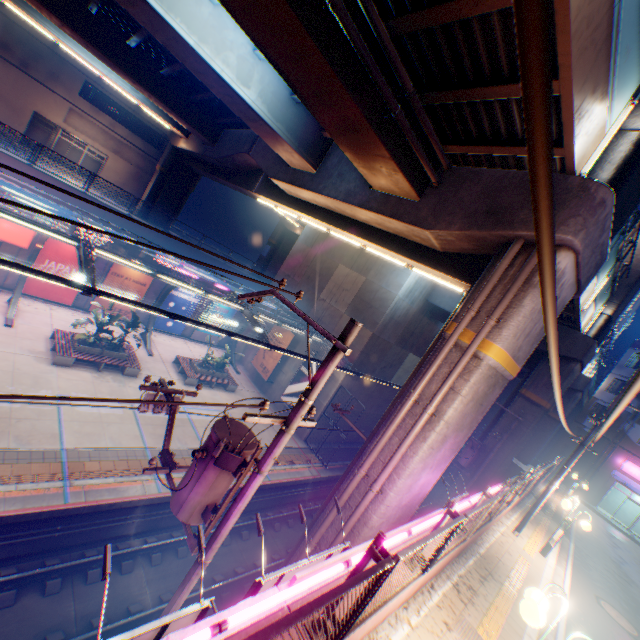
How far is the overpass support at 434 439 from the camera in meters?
7.9 m

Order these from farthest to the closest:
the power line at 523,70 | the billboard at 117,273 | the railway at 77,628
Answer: the billboard at 117,273
the railway at 77,628
the power line at 523,70

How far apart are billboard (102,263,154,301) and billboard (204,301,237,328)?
4.7 meters

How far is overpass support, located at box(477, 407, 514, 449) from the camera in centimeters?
1905cm

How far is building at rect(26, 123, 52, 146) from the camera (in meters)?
31.72

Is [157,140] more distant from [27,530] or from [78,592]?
[78,592]

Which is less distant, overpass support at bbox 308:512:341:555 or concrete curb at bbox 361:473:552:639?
concrete curb at bbox 361:473:552:639

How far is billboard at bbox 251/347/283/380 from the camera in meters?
25.1
